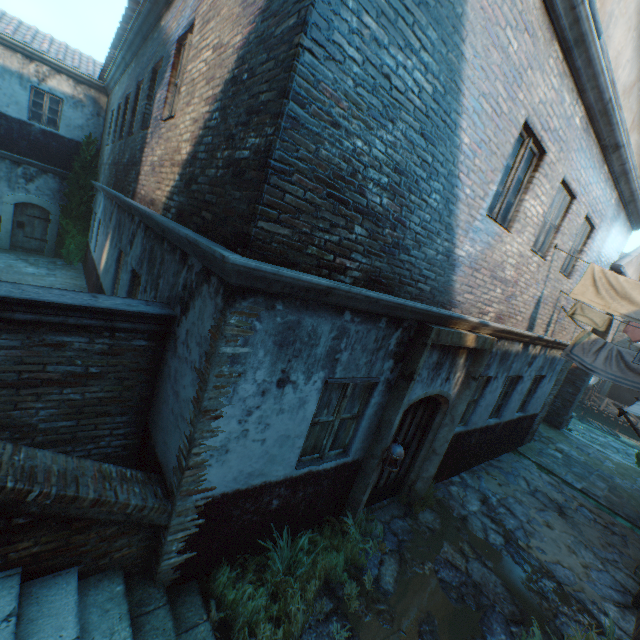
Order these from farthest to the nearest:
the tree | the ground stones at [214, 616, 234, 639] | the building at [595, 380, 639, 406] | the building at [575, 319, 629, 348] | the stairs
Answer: the building at [595, 380, 639, 406] < the tree < the building at [575, 319, 629, 348] < the ground stones at [214, 616, 234, 639] < the stairs

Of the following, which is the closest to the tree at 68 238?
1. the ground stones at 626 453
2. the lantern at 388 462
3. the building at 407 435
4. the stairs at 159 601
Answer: the stairs at 159 601

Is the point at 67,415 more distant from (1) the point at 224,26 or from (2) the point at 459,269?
(2) the point at 459,269

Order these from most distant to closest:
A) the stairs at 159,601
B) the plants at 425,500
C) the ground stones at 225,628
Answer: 1. the plants at 425,500
2. the ground stones at 225,628
3. the stairs at 159,601

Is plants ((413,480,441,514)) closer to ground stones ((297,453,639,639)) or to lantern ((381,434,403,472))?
ground stones ((297,453,639,639))

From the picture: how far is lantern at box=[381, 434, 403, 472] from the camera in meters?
4.7 m

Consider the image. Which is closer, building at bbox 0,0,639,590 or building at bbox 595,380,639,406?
building at bbox 0,0,639,590

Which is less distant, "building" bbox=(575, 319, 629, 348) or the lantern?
the lantern
